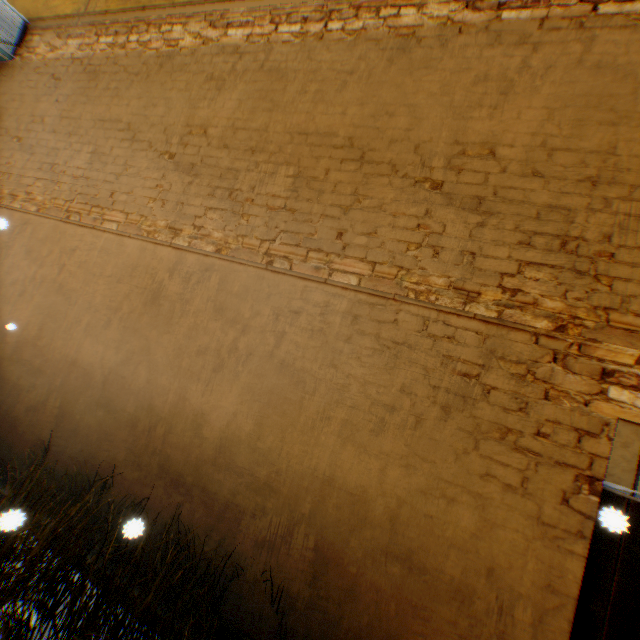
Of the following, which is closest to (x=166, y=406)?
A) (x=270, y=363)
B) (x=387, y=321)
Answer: (x=270, y=363)

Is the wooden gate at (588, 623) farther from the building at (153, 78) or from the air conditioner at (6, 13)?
the air conditioner at (6, 13)

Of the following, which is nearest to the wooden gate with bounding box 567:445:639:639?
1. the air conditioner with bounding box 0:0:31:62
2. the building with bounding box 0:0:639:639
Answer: the building with bounding box 0:0:639:639

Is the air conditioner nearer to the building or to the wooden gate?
the building

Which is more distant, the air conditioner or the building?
the air conditioner

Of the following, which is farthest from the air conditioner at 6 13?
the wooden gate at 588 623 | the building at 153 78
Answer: the wooden gate at 588 623
